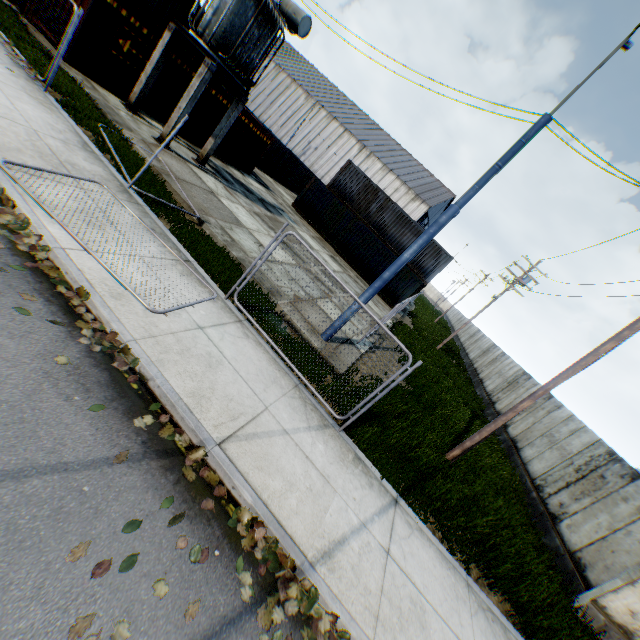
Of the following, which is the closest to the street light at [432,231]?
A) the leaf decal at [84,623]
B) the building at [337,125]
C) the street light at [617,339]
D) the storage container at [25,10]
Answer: the street light at [617,339]

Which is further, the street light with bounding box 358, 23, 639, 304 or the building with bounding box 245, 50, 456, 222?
the building with bounding box 245, 50, 456, 222

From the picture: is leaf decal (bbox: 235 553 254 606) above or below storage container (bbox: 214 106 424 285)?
below

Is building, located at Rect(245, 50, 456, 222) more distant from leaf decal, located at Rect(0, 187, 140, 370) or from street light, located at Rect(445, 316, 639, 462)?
leaf decal, located at Rect(0, 187, 140, 370)

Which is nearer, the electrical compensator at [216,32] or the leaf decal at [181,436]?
the leaf decal at [181,436]

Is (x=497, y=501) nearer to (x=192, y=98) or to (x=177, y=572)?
(x=177, y=572)

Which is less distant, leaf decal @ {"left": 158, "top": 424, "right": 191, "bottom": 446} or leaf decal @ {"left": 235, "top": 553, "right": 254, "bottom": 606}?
leaf decal @ {"left": 235, "top": 553, "right": 254, "bottom": 606}

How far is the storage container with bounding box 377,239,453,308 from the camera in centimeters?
2436cm
